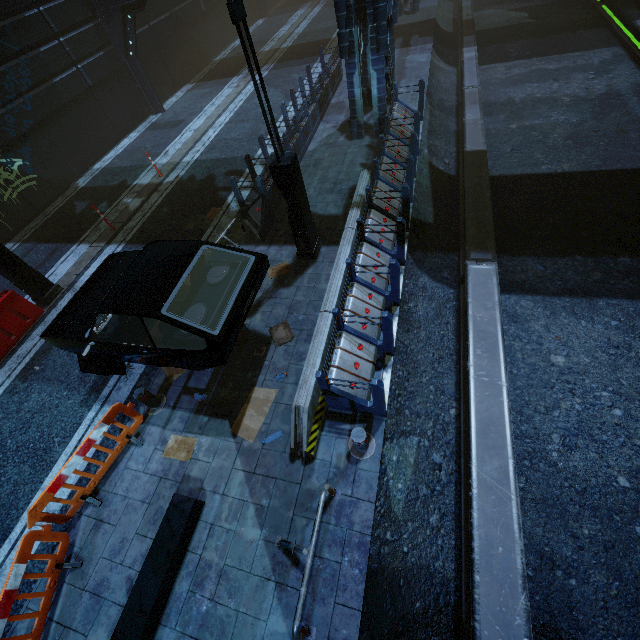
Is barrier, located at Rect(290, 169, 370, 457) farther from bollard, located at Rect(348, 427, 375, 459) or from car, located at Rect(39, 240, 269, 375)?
car, located at Rect(39, 240, 269, 375)

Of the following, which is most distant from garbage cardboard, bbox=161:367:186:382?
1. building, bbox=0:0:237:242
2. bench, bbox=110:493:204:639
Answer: building, bbox=0:0:237:242

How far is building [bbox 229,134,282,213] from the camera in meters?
9.1

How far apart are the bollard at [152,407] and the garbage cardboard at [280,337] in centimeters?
246cm

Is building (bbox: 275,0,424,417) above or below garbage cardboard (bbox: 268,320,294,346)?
above

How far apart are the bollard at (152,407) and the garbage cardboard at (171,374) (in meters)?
0.25

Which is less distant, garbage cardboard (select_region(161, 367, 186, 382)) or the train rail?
the train rail

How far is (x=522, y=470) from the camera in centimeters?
557cm
